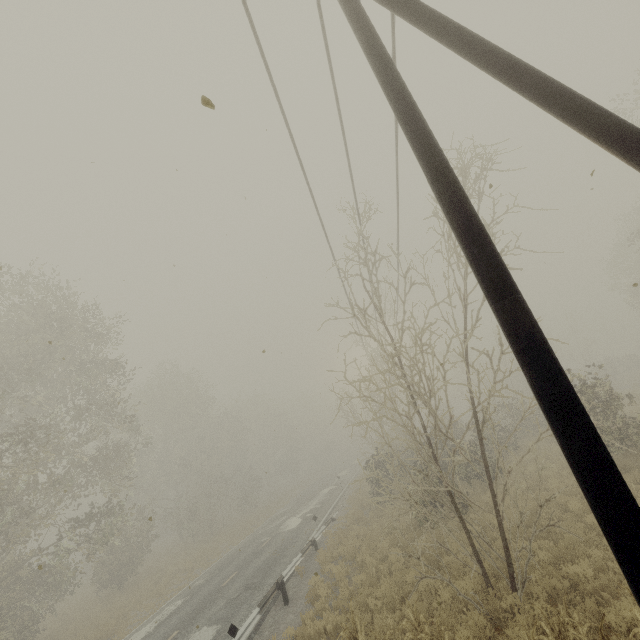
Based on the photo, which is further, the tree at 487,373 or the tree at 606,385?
the tree at 606,385

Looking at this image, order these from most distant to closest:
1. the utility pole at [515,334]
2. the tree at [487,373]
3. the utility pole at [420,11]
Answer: the tree at [487,373] → the utility pole at [420,11] → the utility pole at [515,334]

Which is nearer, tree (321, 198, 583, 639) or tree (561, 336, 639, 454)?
tree (321, 198, 583, 639)

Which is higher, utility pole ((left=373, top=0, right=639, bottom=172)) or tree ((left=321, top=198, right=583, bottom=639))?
utility pole ((left=373, top=0, right=639, bottom=172))

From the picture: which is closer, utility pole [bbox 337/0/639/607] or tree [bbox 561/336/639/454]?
utility pole [bbox 337/0/639/607]

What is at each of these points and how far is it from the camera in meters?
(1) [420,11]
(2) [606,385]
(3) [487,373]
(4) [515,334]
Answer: (1) utility pole, 3.7 m
(2) tree, 14.2 m
(3) tree, 34.1 m
(4) utility pole, 2.5 m
